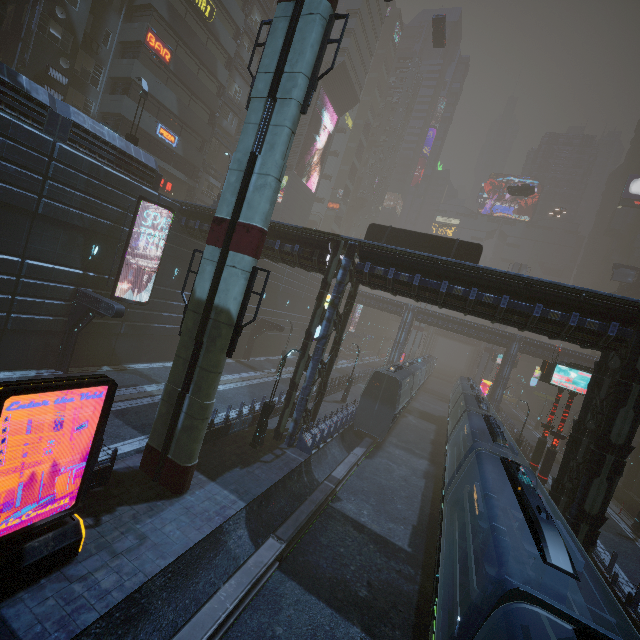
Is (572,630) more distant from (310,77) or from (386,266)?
(310,77)

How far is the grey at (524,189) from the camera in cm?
4456

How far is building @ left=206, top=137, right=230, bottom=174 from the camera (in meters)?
40.19

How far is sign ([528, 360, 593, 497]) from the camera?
20.0m

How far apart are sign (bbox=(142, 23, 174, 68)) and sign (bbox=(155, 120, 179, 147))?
A: 4.4 meters

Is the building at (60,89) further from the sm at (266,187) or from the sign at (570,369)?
the sign at (570,369)

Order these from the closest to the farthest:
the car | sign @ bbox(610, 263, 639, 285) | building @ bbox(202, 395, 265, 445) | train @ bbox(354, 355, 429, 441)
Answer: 1. building @ bbox(202, 395, 265, 445)
2. train @ bbox(354, 355, 429, 441)
3. the car
4. sign @ bbox(610, 263, 639, 285)
